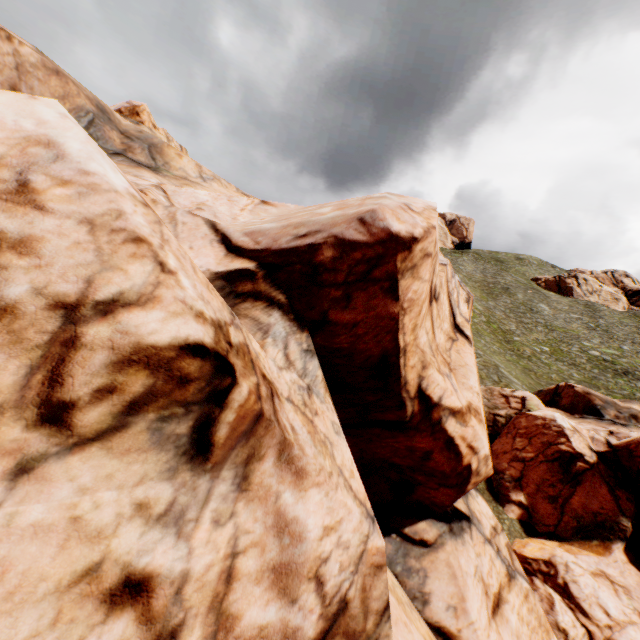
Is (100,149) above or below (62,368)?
above
